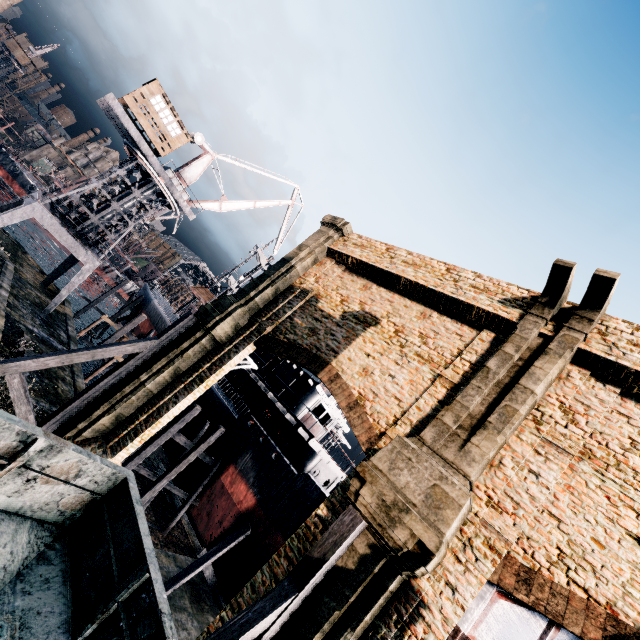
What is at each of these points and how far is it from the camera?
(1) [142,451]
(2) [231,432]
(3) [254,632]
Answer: (1) wooden scaffolding, 19.36m
(2) ship, 23.09m
(3) wooden brace, 6.39m

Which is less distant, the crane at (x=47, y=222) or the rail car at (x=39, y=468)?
the rail car at (x=39, y=468)

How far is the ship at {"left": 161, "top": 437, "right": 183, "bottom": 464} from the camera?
26.3 meters

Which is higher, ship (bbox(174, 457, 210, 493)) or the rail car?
the rail car

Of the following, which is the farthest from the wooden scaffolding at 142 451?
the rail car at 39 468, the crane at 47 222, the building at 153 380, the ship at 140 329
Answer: the crane at 47 222

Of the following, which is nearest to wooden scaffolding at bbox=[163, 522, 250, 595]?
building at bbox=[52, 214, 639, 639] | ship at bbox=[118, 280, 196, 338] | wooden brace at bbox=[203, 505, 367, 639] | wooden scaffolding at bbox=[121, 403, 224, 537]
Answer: ship at bbox=[118, 280, 196, 338]

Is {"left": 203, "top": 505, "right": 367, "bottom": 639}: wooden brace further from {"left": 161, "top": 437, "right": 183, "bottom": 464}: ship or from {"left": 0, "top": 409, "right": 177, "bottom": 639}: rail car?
{"left": 161, "top": 437, "right": 183, "bottom": 464}: ship

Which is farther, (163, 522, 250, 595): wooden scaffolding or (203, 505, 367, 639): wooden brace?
(163, 522, 250, 595): wooden scaffolding
